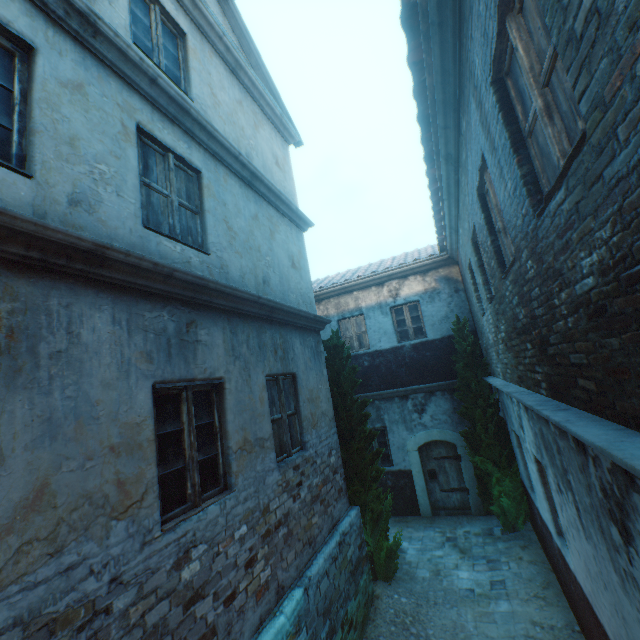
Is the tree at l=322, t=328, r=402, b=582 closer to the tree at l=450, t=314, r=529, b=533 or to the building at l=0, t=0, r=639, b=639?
the tree at l=450, t=314, r=529, b=533

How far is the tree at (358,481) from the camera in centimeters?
695cm

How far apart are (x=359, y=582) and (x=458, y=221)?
7.8 meters

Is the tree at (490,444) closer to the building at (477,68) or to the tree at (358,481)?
the tree at (358,481)

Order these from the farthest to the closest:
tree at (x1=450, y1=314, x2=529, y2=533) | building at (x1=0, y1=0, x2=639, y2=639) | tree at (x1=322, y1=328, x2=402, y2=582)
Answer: tree at (x1=450, y1=314, x2=529, y2=533), tree at (x1=322, y1=328, x2=402, y2=582), building at (x1=0, y1=0, x2=639, y2=639)

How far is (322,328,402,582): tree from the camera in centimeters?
695cm

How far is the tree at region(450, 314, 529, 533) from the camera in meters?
8.1 m
